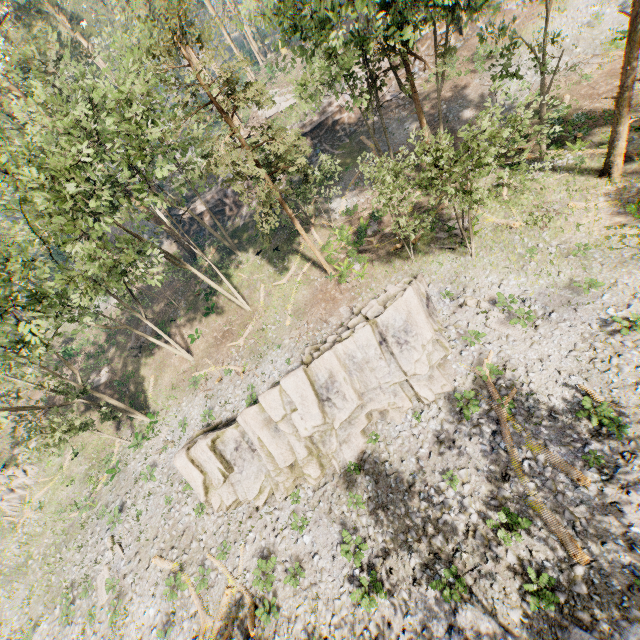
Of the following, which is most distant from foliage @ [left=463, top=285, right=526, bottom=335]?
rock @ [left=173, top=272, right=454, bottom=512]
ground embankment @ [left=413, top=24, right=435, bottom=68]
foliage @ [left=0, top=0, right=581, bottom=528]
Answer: ground embankment @ [left=413, top=24, right=435, bottom=68]

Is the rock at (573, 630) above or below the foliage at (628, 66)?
below

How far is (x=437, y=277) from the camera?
21.8m

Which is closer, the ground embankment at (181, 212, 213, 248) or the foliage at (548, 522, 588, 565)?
the foliage at (548, 522, 588, 565)

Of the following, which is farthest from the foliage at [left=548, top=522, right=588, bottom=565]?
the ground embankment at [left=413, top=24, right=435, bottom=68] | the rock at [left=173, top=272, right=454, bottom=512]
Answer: the rock at [left=173, top=272, right=454, bottom=512]

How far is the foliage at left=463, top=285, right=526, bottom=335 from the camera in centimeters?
1713cm

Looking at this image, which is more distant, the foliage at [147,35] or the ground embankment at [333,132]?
the ground embankment at [333,132]

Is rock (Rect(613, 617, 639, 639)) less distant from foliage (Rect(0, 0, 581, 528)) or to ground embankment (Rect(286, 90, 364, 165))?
foliage (Rect(0, 0, 581, 528))
